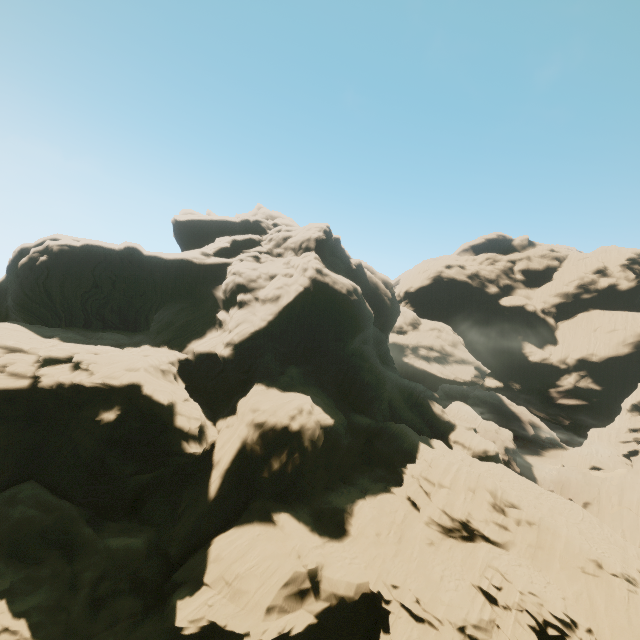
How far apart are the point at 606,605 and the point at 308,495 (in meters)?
19.70
